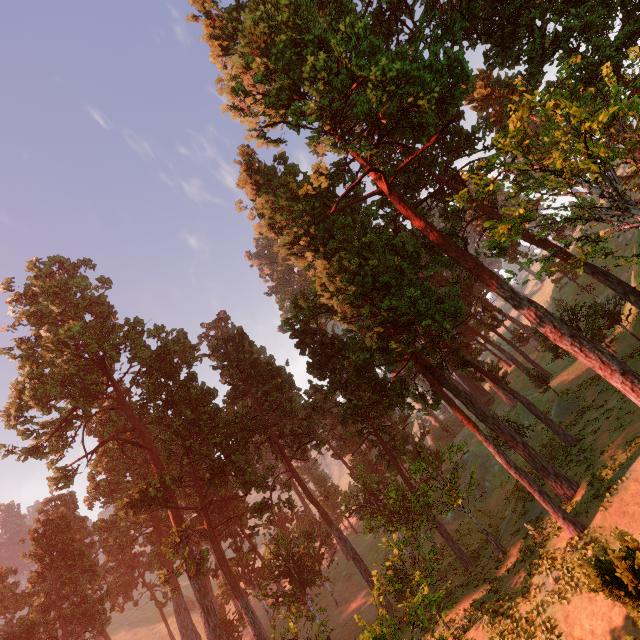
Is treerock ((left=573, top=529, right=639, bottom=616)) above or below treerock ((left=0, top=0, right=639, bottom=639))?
below

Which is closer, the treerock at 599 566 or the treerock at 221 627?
the treerock at 599 566

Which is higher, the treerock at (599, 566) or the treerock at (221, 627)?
the treerock at (221, 627)

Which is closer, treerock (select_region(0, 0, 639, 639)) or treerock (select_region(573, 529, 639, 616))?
treerock (select_region(573, 529, 639, 616))

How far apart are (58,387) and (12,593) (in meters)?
32.06
